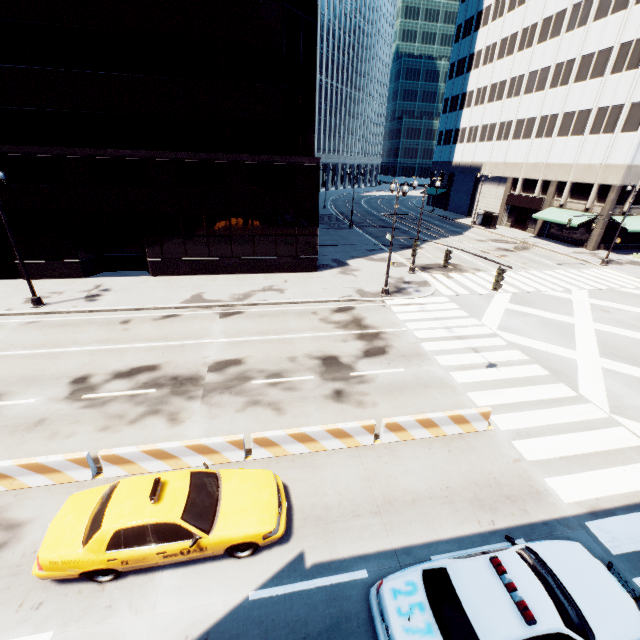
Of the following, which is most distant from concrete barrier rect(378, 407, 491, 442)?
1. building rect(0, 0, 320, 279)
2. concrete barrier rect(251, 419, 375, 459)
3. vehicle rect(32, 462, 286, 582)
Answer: building rect(0, 0, 320, 279)

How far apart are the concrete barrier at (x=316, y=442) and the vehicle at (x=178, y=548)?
0.9m

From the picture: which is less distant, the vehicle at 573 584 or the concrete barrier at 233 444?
the vehicle at 573 584

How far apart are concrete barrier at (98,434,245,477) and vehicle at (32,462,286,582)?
0.9 meters

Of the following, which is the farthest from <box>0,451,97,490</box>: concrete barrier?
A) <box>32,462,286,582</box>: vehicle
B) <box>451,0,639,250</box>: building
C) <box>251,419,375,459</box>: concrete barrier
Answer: <box>451,0,639,250</box>: building

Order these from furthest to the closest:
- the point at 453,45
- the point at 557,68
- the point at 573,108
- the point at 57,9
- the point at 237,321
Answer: the point at 453,45
the point at 557,68
the point at 573,108
the point at 237,321
the point at 57,9

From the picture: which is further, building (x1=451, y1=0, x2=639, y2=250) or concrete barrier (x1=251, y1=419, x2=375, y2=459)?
building (x1=451, y1=0, x2=639, y2=250)
